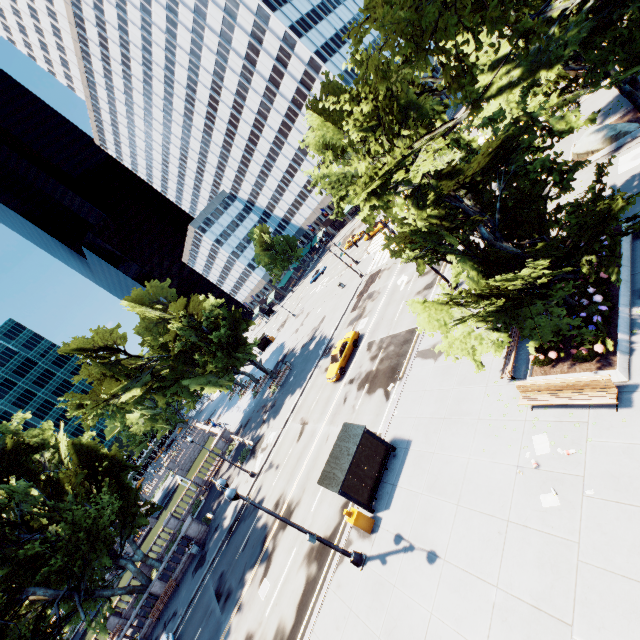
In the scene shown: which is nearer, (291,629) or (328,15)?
(291,629)

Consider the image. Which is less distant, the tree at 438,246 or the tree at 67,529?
the tree at 438,246

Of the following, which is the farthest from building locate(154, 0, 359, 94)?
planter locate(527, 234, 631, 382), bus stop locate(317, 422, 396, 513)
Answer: bus stop locate(317, 422, 396, 513)

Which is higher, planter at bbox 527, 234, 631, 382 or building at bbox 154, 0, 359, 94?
building at bbox 154, 0, 359, 94

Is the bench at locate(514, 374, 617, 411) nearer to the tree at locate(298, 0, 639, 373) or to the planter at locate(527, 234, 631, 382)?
the planter at locate(527, 234, 631, 382)

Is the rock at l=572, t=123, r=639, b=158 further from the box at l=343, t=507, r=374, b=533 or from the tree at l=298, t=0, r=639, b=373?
the box at l=343, t=507, r=374, b=533

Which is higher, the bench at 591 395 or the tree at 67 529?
the tree at 67 529

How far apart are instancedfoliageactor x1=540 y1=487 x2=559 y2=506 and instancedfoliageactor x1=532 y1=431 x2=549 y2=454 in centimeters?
111cm
